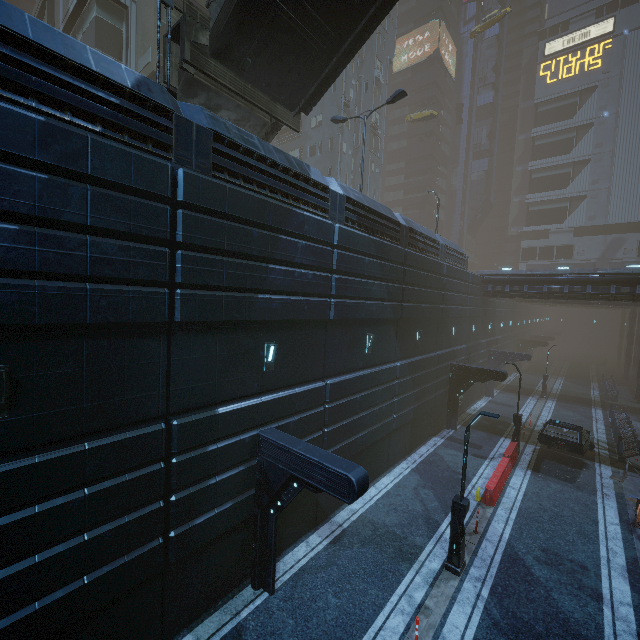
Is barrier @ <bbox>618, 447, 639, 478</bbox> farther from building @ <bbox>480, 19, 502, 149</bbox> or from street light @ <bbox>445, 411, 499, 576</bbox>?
street light @ <bbox>445, 411, 499, 576</bbox>

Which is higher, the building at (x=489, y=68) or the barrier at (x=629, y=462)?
the building at (x=489, y=68)

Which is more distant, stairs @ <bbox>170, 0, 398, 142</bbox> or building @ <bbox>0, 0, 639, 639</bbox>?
stairs @ <bbox>170, 0, 398, 142</bbox>

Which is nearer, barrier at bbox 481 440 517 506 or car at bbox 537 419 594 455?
barrier at bbox 481 440 517 506

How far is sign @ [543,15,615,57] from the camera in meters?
52.3

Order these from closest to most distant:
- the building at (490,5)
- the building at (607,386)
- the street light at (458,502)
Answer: the street light at (458,502) < the building at (607,386) < the building at (490,5)

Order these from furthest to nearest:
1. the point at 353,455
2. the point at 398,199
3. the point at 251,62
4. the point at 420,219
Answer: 1. the point at 398,199
2. the point at 420,219
3. the point at 353,455
4. the point at 251,62
